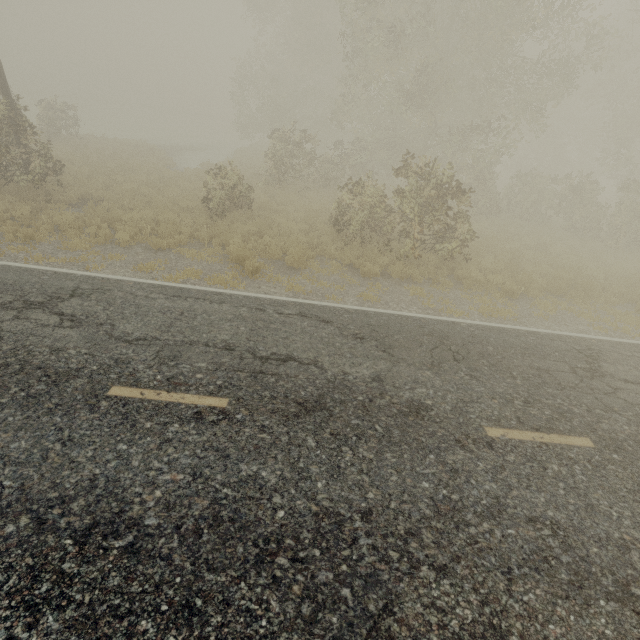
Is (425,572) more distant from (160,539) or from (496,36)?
(496,36)
